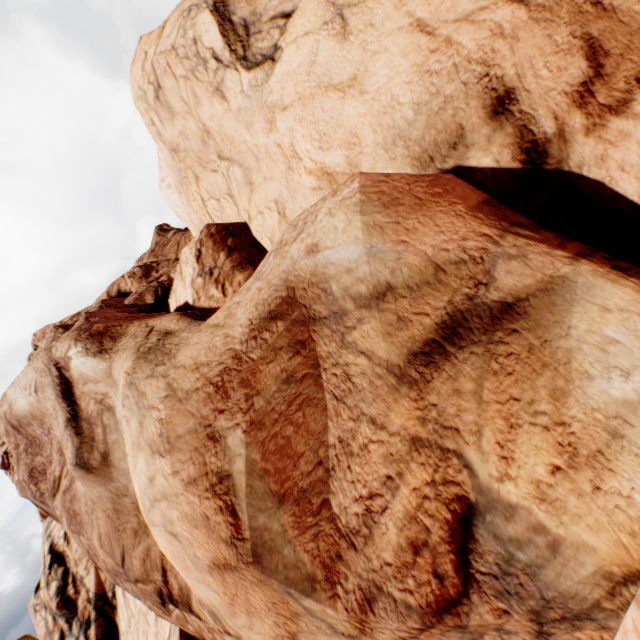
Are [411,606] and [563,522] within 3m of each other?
yes
